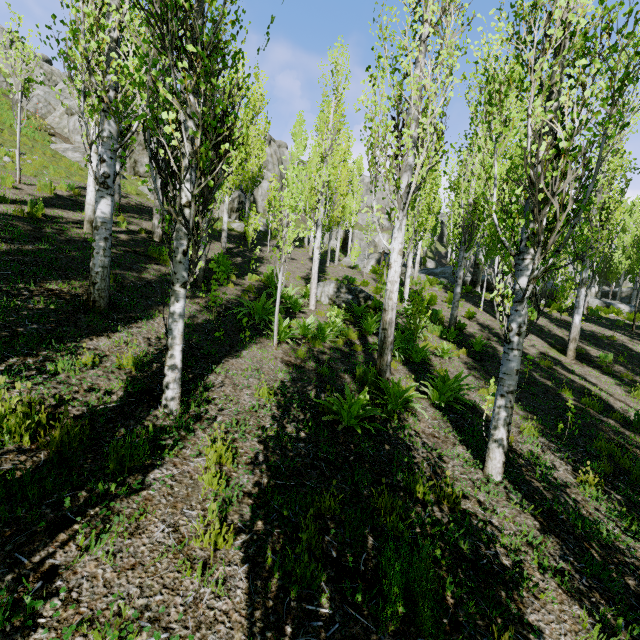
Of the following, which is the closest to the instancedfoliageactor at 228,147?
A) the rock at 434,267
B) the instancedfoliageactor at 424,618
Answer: the rock at 434,267

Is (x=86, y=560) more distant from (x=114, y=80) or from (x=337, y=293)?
(x=337, y=293)

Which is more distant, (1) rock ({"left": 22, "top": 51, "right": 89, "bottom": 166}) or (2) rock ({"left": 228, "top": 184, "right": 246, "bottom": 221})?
(2) rock ({"left": 228, "top": 184, "right": 246, "bottom": 221})

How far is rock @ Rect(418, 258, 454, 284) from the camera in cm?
2561

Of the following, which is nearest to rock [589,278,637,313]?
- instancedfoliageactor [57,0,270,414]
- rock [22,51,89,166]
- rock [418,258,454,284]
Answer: instancedfoliageactor [57,0,270,414]

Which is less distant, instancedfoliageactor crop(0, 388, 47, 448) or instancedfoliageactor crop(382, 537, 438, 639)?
instancedfoliageactor crop(382, 537, 438, 639)

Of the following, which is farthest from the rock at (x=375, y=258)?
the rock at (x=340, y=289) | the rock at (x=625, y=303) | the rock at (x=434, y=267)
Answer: the rock at (x=340, y=289)

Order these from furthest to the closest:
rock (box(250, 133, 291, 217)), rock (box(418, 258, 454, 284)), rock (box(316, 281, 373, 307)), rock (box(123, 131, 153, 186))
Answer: rock (box(250, 133, 291, 217)) → rock (box(418, 258, 454, 284)) → rock (box(123, 131, 153, 186)) → rock (box(316, 281, 373, 307))
